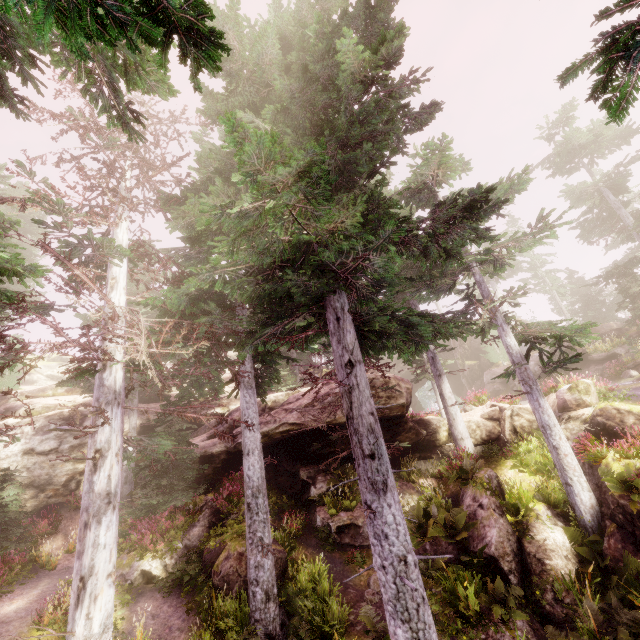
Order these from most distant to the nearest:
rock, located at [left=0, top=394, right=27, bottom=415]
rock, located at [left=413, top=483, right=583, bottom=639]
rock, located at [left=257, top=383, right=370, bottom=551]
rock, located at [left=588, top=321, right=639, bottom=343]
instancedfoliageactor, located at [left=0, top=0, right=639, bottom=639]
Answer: rock, located at [left=588, top=321, right=639, bottom=343] → rock, located at [left=0, top=394, right=27, bottom=415] → rock, located at [left=257, top=383, right=370, bottom=551] → rock, located at [left=413, top=483, right=583, bottom=639] → instancedfoliageactor, located at [left=0, top=0, right=639, bottom=639]

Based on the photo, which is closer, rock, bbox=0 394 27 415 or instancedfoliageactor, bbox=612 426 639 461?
instancedfoliageactor, bbox=612 426 639 461

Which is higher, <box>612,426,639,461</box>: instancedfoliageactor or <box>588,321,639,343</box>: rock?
<box>588,321,639,343</box>: rock

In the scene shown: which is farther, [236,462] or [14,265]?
[236,462]

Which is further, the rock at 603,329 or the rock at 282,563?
the rock at 603,329

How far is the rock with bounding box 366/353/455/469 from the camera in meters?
15.6 m

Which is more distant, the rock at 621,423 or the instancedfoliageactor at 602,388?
the instancedfoliageactor at 602,388
